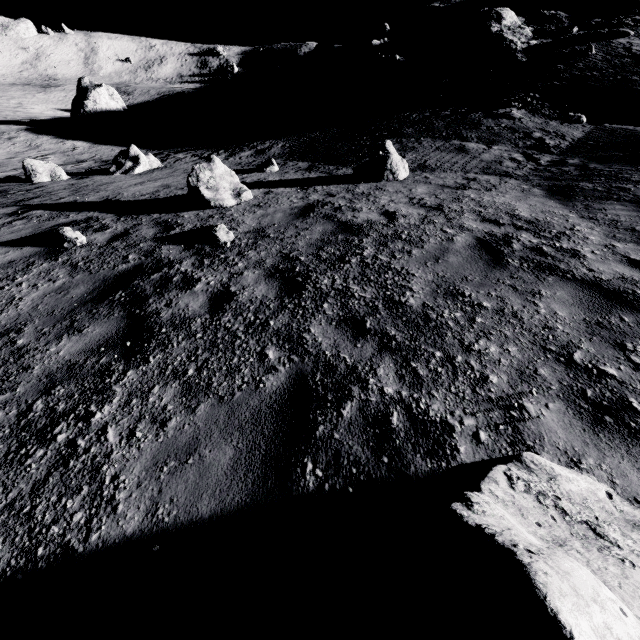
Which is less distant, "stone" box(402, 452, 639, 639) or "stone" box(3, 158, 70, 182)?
"stone" box(402, 452, 639, 639)

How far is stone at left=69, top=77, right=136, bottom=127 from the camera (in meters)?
28.05

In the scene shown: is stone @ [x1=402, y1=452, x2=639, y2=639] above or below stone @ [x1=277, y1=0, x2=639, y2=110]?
below

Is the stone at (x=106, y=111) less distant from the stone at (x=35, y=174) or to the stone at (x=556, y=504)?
the stone at (x=35, y=174)

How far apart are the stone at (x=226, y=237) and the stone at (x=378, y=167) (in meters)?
5.04

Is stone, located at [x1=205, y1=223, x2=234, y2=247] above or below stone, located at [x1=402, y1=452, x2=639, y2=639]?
below

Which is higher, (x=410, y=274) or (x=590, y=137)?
(x=590, y=137)

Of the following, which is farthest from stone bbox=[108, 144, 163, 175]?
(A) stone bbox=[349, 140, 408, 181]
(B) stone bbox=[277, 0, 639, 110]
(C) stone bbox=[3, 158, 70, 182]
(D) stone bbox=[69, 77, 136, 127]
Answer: (D) stone bbox=[69, 77, 136, 127]
